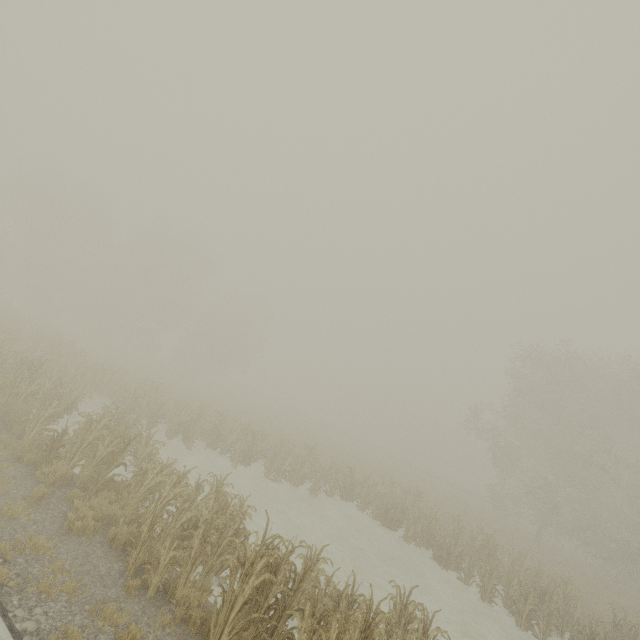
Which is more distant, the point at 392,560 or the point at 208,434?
the point at 208,434
